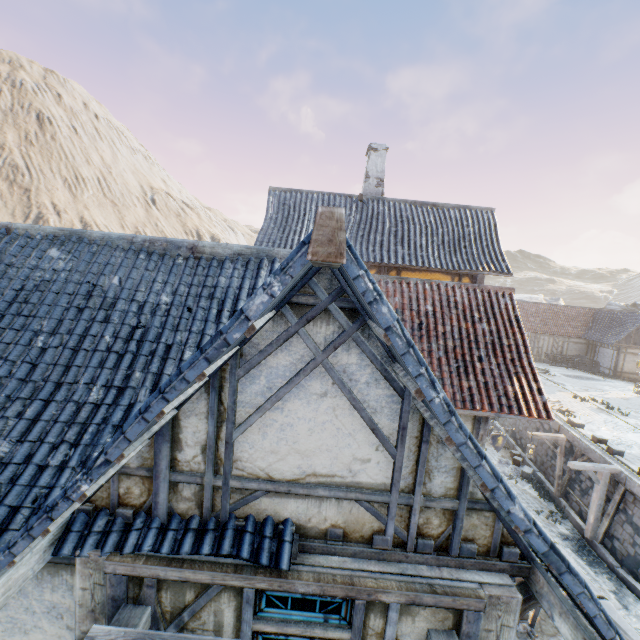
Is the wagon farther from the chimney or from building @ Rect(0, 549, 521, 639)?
the chimney

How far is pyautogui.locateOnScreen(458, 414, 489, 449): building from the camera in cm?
794

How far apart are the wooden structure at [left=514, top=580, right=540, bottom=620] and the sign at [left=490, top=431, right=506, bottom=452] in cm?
579

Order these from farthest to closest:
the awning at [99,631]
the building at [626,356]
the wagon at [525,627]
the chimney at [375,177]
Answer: the building at [626,356], the chimney at [375,177], the wagon at [525,627], the awning at [99,631]

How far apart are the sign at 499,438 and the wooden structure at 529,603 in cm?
579

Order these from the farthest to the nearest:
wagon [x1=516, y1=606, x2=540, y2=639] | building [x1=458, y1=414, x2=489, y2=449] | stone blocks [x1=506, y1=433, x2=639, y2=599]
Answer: stone blocks [x1=506, y1=433, x2=639, y2=599] < building [x1=458, y1=414, x2=489, y2=449] < wagon [x1=516, y1=606, x2=540, y2=639]

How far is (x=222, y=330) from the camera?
2.1 meters

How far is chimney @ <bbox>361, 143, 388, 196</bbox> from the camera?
14.5 meters
